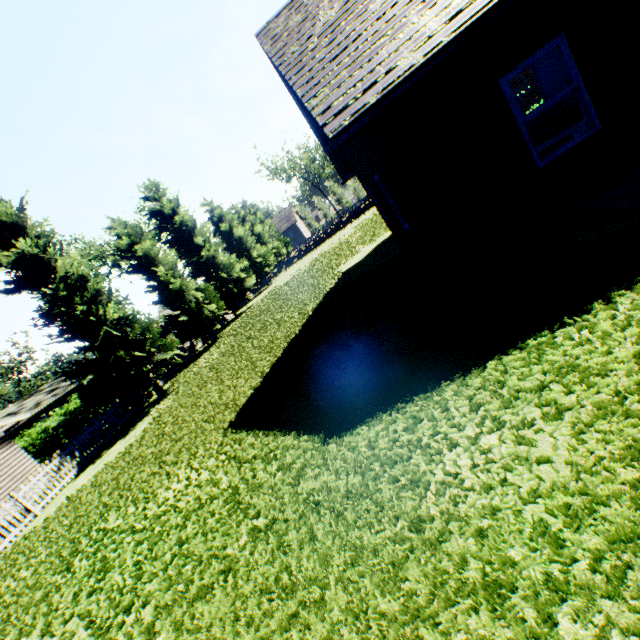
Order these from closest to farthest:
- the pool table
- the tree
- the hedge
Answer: the pool table < the tree < the hedge

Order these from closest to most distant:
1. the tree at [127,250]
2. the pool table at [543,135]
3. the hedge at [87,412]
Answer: the pool table at [543,135]
the tree at [127,250]
the hedge at [87,412]

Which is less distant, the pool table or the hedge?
the pool table

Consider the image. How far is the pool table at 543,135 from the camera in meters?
8.2

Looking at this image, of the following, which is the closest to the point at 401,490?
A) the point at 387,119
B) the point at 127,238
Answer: the point at 387,119

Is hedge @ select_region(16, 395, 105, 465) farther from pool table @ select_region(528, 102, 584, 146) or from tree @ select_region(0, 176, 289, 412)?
pool table @ select_region(528, 102, 584, 146)

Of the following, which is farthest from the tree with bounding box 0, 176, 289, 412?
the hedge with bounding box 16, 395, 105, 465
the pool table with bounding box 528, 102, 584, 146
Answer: the pool table with bounding box 528, 102, 584, 146

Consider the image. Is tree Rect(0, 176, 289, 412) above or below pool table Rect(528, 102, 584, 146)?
above
